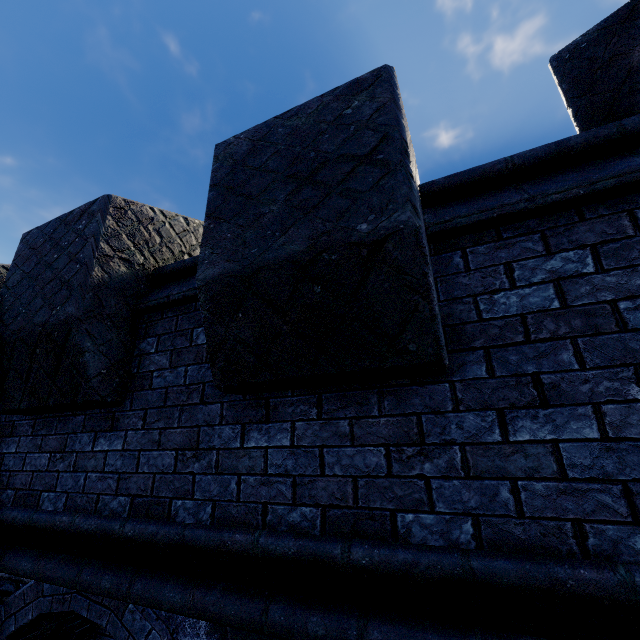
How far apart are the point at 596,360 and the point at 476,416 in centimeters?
57cm
